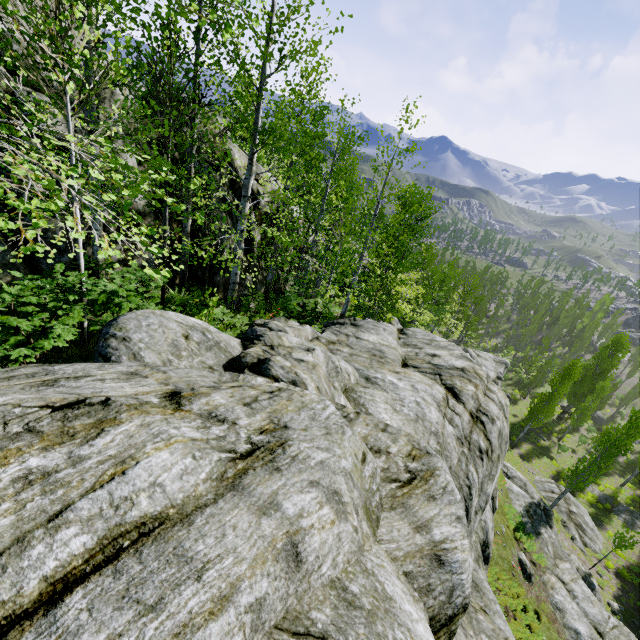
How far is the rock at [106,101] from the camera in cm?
857

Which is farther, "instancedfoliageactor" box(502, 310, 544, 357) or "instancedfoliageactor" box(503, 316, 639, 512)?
"instancedfoliageactor" box(502, 310, 544, 357)

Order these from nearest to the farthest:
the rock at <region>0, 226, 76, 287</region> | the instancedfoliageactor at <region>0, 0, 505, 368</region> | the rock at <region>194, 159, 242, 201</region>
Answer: the instancedfoliageactor at <region>0, 0, 505, 368</region>, the rock at <region>0, 226, 76, 287</region>, the rock at <region>194, 159, 242, 201</region>

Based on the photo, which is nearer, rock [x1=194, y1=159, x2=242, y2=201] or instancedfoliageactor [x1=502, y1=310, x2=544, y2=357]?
rock [x1=194, y1=159, x2=242, y2=201]

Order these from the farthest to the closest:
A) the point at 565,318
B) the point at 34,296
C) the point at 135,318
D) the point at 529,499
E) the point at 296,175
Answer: the point at 565,318, the point at 529,499, the point at 296,175, the point at 135,318, the point at 34,296

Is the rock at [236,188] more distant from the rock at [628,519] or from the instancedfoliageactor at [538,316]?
the rock at [628,519]

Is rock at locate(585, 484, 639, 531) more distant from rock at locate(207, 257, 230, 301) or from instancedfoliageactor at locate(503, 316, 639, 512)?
rock at locate(207, 257, 230, 301)

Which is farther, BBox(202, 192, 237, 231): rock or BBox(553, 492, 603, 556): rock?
BBox(553, 492, 603, 556): rock
